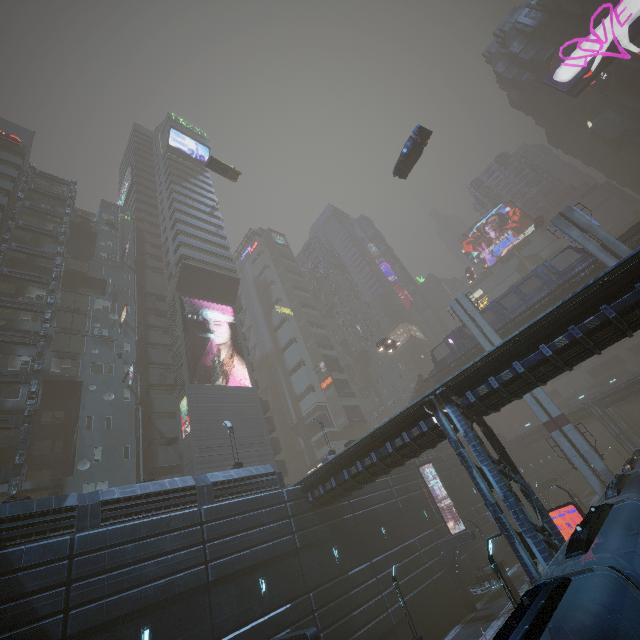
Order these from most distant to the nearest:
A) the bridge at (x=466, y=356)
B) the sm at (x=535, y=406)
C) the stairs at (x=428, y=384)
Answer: the stairs at (x=428, y=384) → the bridge at (x=466, y=356) → the sm at (x=535, y=406)

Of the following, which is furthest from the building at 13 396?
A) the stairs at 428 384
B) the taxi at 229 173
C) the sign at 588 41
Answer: the taxi at 229 173

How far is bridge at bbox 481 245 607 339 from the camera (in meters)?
33.75

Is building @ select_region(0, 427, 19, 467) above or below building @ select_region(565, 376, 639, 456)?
above

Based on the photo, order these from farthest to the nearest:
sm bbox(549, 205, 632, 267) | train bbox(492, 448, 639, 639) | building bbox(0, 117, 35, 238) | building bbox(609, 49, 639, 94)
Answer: building bbox(609, 49, 639, 94), building bbox(0, 117, 35, 238), sm bbox(549, 205, 632, 267), train bbox(492, 448, 639, 639)

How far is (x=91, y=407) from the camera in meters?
30.2 m

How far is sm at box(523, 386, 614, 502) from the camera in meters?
29.2 m

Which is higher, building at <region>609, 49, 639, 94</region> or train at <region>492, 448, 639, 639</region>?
building at <region>609, 49, 639, 94</region>
